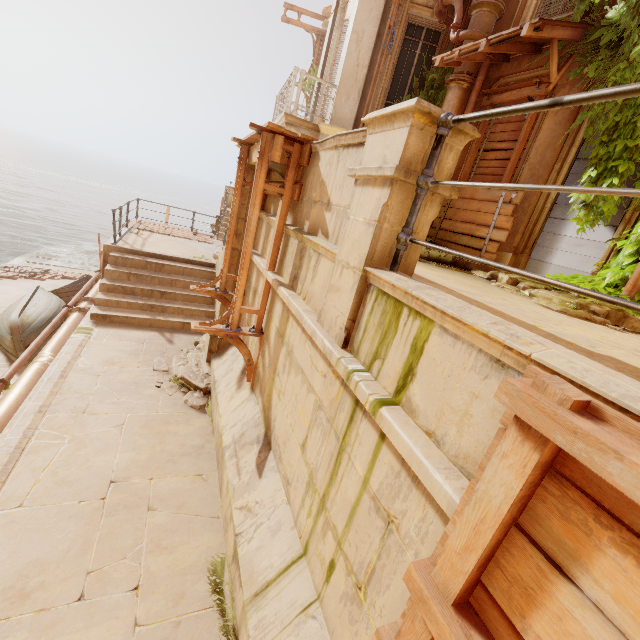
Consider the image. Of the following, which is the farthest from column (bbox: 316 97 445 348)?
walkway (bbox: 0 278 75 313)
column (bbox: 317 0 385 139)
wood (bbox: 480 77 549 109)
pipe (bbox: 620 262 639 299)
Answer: walkway (bbox: 0 278 75 313)

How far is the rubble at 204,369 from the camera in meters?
5.9 m

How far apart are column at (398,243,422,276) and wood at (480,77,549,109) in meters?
5.6

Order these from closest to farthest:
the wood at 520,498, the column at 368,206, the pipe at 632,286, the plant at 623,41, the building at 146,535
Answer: the wood at 520,498, the column at 368,206, the building at 146,535, the pipe at 632,286, the plant at 623,41

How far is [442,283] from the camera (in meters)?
3.47

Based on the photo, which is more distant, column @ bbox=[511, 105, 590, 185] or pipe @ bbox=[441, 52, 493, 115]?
pipe @ bbox=[441, 52, 493, 115]

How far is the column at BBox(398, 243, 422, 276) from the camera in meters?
2.4 m

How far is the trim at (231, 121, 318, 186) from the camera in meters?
3.7
